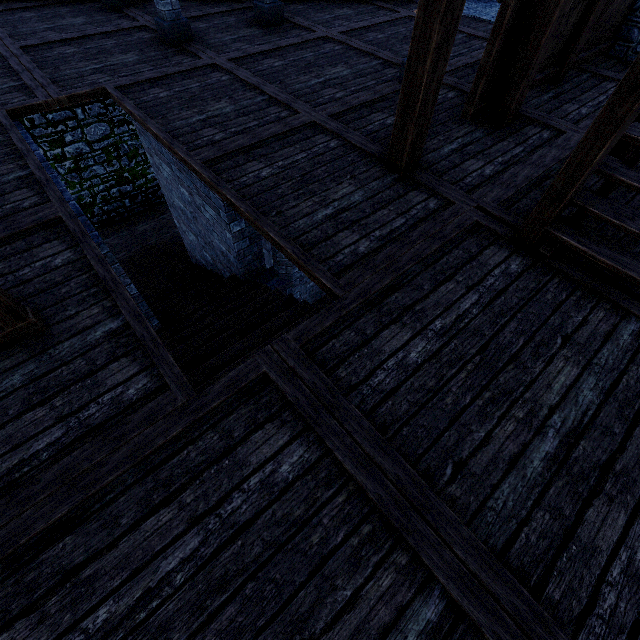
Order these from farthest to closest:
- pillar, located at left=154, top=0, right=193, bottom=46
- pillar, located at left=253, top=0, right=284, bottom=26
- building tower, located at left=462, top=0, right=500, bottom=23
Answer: building tower, located at left=462, top=0, right=500, bottom=23
pillar, located at left=253, top=0, right=284, bottom=26
pillar, located at left=154, top=0, right=193, bottom=46

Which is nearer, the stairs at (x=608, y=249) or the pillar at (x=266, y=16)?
the stairs at (x=608, y=249)

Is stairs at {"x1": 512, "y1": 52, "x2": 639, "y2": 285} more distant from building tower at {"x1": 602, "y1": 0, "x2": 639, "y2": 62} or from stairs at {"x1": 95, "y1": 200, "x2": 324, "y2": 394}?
stairs at {"x1": 95, "y1": 200, "x2": 324, "y2": 394}

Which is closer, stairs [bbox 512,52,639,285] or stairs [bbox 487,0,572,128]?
stairs [bbox 512,52,639,285]

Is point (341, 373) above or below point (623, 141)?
below

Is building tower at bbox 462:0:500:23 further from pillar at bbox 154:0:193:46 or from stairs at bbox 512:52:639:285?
pillar at bbox 154:0:193:46

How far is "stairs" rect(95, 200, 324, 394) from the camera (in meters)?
3.82

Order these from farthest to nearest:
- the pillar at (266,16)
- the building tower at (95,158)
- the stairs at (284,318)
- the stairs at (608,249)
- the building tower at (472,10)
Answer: the building tower at (95,158) → the building tower at (472,10) → the pillar at (266,16) → the stairs at (284,318) → the stairs at (608,249)
